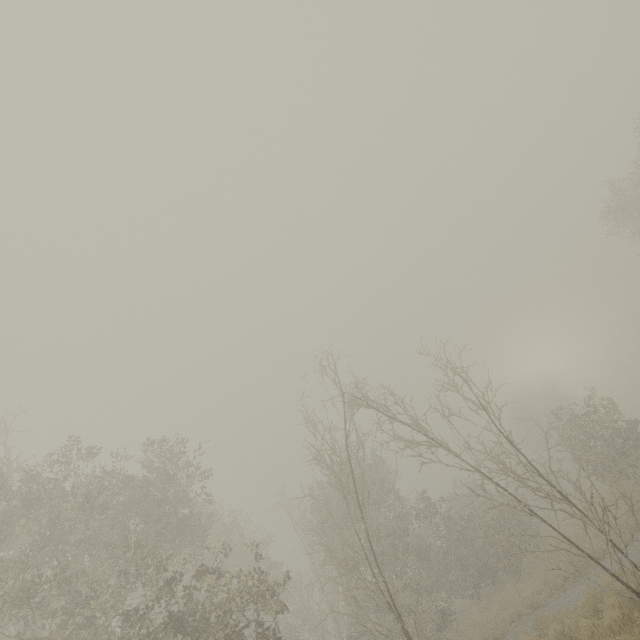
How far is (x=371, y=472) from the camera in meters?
24.6
